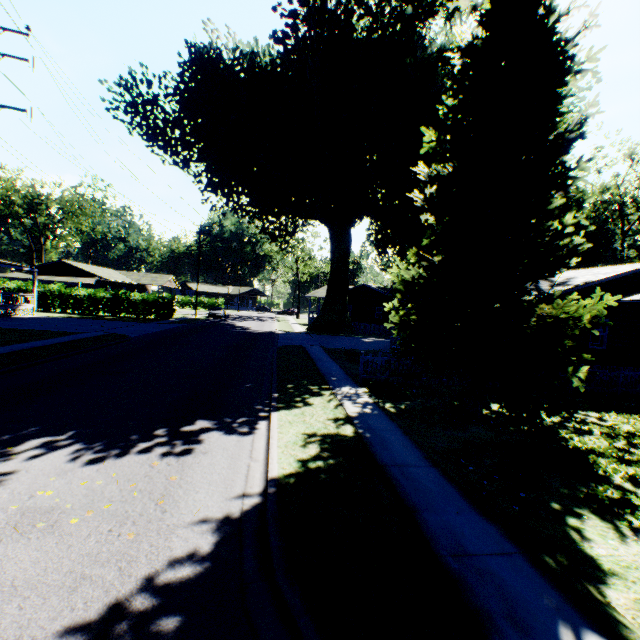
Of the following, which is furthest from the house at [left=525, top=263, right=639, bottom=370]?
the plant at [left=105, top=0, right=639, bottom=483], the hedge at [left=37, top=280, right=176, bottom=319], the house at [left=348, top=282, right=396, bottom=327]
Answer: the hedge at [left=37, top=280, right=176, bottom=319]

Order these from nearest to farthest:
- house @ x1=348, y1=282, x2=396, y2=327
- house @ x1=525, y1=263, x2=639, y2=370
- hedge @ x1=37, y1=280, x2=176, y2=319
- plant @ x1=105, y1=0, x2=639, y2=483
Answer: plant @ x1=105, y1=0, x2=639, y2=483 → house @ x1=525, y1=263, x2=639, y2=370 → hedge @ x1=37, y1=280, x2=176, y2=319 → house @ x1=348, y1=282, x2=396, y2=327

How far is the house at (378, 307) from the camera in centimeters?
4394cm

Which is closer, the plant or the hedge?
the plant

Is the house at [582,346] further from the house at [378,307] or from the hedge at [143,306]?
the hedge at [143,306]

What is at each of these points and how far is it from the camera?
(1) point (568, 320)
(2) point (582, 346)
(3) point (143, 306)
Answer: (1) plant, 8.34m
(2) house, 16.83m
(3) hedge, 37.19m

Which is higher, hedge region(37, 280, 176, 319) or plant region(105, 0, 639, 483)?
plant region(105, 0, 639, 483)
